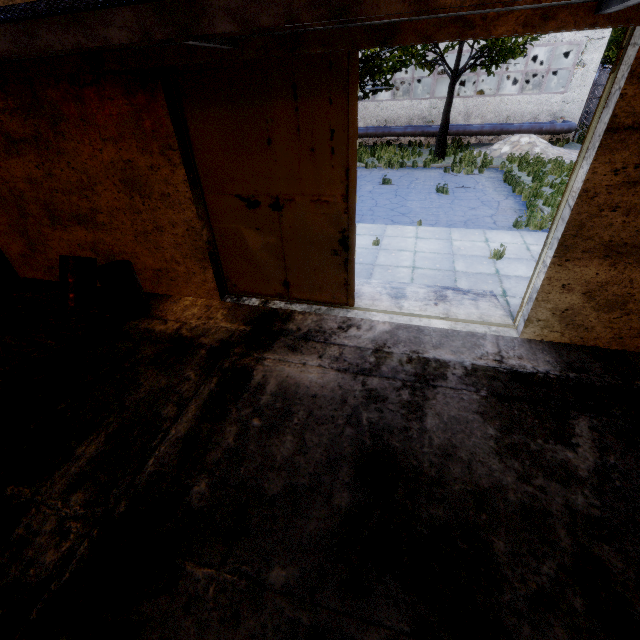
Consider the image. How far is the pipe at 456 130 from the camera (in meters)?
19.36

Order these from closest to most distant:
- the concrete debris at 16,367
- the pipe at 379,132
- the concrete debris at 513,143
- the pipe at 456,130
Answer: the concrete debris at 16,367 < the concrete debris at 513,143 < the pipe at 456,130 < the pipe at 379,132

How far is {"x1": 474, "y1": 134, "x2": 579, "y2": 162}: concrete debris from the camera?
17.5m

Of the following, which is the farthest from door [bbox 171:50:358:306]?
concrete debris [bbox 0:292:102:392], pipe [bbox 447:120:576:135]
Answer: pipe [bbox 447:120:576:135]

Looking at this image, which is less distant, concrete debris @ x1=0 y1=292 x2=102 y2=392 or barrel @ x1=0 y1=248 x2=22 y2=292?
concrete debris @ x1=0 y1=292 x2=102 y2=392

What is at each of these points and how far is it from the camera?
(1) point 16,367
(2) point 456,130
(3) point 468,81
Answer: (1) concrete debris, 5.3 meters
(2) pipe, 20.7 meters
(3) boiler tank, 28.8 meters

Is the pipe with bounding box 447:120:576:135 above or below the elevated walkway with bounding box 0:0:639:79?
below

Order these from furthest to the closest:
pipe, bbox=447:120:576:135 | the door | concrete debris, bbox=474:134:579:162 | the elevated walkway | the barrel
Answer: pipe, bbox=447:120:576:135
concrete debris, bbox=474:134:579:162
the barrel
the door
the elevated walkway
